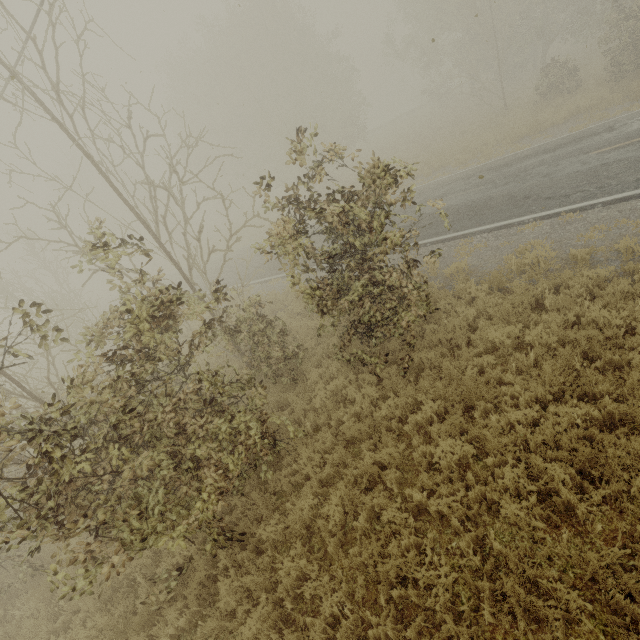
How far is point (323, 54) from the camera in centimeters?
3050cm
